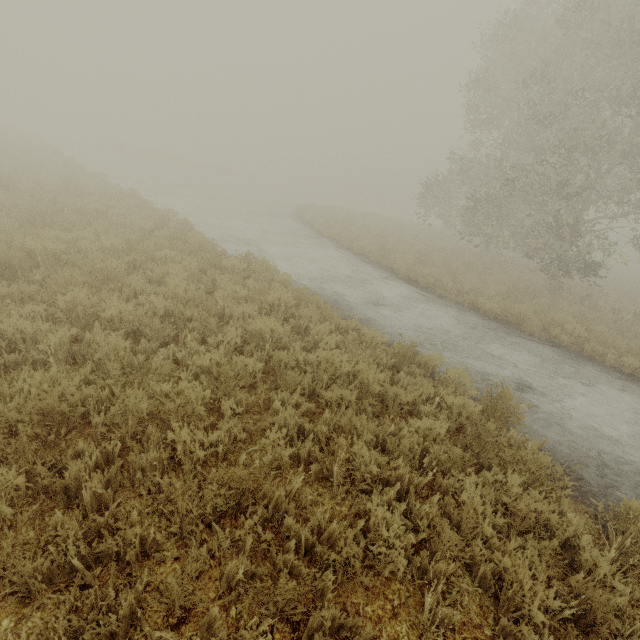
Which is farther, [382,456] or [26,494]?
[382,456]
